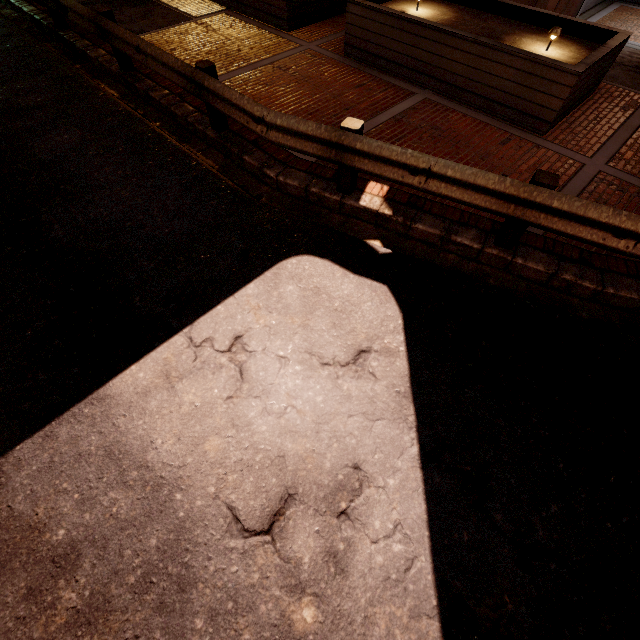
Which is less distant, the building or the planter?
the planter

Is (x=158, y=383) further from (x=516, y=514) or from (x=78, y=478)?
(x=516, y=514)

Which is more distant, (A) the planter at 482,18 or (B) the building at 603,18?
(B) the building at 603,18
